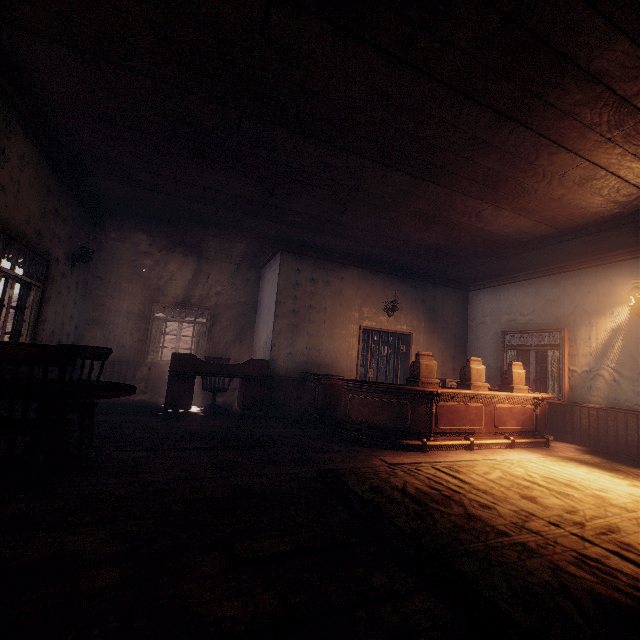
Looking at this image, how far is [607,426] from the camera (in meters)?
6.23

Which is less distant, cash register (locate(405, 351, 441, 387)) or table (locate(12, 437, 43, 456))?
table (locate(12, 437, 43, 456))

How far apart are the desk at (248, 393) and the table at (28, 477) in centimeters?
251cm

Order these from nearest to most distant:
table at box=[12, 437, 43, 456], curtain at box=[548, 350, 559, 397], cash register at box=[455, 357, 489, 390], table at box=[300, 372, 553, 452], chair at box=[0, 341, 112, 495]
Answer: chair at box=[0, 341, 112, 495], table at box=[12, 437, 43, 456], table at box=[300, 372, 553, 452], cash register at box=[455, 357, 489, 390], curtain at box=[548, 350, 559, 397]

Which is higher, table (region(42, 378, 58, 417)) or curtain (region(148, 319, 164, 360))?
curtain (region(148, 319, 164, 360))

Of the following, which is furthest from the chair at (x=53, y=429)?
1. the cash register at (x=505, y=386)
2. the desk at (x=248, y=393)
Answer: the cash register at (x=505, y=386)

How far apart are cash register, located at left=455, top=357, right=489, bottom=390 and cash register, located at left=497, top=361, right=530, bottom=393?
0.62m

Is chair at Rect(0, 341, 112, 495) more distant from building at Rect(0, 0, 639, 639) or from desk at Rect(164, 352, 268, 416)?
desk at Rect(164, 352, 268, 416)
